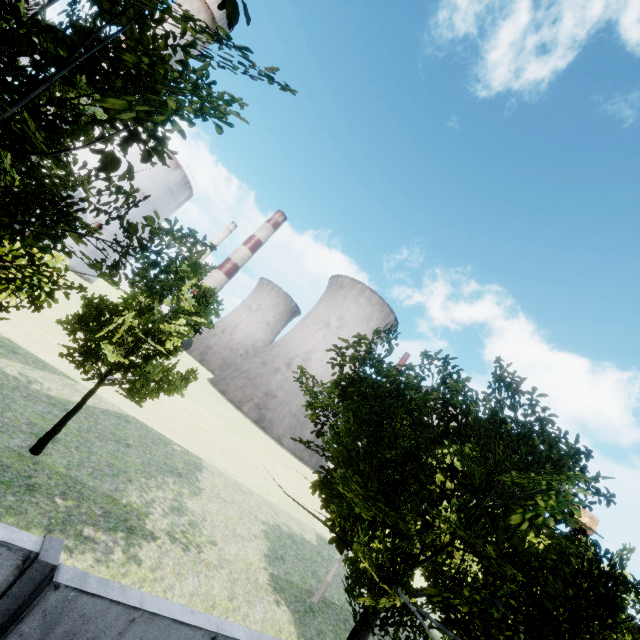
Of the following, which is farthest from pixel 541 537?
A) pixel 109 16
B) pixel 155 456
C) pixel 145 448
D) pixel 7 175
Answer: pixel 109 16
